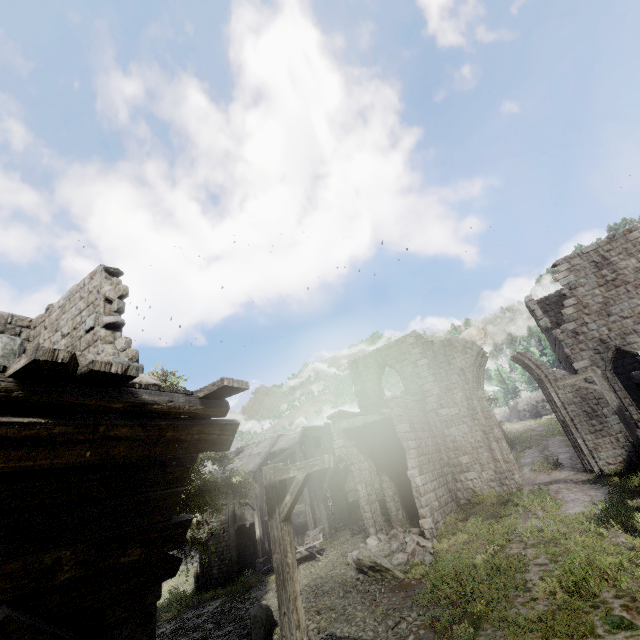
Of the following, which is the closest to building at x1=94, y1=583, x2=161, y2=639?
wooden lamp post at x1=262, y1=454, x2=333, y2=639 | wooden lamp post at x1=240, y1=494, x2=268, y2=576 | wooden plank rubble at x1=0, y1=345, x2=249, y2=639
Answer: wooden plank rubble at x1=0, y1=345, x2=249, y2=639

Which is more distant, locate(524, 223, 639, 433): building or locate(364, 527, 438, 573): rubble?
locate(524, 223, 639, 433): building

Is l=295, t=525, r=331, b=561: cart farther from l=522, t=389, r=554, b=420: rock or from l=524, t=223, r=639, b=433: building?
l=522, t=389, r=554, b=420: rock

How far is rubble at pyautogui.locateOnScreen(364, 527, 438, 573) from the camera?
12.37m

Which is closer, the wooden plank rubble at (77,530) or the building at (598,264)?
the wooden plank rubble at (77,530)

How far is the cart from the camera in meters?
17.8 m

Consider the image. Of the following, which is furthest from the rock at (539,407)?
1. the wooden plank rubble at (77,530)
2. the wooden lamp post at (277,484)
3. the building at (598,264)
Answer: the wooden plank rubble at (77,530)

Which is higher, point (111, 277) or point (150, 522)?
point (111, 277)
